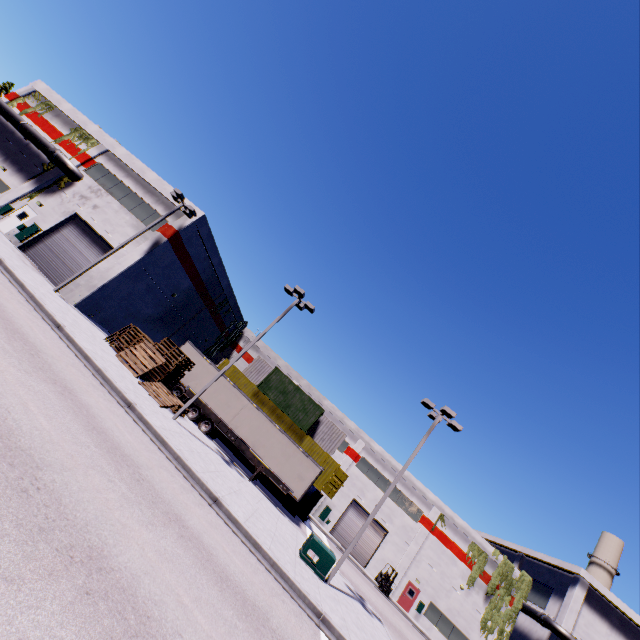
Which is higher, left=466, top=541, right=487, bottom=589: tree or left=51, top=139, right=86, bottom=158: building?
left=466, top=541, right=487, bottom=589: tree

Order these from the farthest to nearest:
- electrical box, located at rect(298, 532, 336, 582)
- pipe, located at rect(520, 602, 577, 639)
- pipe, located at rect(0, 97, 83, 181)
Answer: pipe, located at rect(520, 602, 577, 639) < pipe, located at rect(0, 97, 83, 181) < electrical box, located at rect(298, 532, 336, 582)

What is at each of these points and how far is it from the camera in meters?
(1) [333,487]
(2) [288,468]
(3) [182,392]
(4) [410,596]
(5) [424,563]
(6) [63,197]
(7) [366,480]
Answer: (1) cargo container door, 27.8 m
(2) semi trailer, 23.8 m
(3) semi trailer, 25.6 m
(4) door, 33.5 m
(5) building, 34.7 m
(6) building, 24.7 m
(7) building, 37.7 m

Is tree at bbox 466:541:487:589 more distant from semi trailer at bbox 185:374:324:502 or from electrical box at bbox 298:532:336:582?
electrical box at bbox 298:532:336:582

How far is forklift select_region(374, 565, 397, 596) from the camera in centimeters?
3134cm

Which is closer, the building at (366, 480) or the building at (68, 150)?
the building at (68, 150)

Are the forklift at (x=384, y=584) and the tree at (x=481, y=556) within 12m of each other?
yes

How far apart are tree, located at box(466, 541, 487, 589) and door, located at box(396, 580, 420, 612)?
4.7 meters
